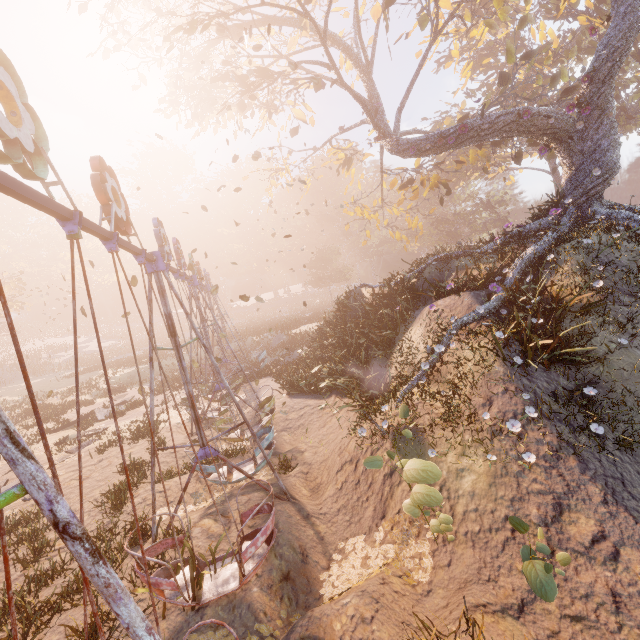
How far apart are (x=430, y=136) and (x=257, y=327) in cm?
2936

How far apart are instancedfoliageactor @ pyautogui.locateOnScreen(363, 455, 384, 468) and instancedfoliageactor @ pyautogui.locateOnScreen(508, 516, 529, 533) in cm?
167

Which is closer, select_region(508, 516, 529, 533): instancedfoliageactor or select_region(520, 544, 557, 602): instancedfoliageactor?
select_region(520, 544, 557, 602): instancedfoliageactor

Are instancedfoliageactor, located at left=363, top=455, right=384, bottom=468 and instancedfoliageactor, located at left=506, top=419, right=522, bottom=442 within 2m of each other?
no

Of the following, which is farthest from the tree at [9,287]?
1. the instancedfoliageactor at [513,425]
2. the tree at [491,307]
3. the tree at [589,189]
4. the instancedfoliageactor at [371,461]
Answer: the instancedfoliageactor at [513,425]

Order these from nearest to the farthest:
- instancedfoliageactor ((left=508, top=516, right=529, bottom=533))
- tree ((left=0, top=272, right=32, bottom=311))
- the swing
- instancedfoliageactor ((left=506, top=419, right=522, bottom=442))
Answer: the swing, instancedfoliageactor ((left=508, top=516, right=529, bottom=533)), instancedfoliageactor ((left=506, top=419, right=522, bottom=442)), tree ((left=0, top=272, right=32, bottom=311))

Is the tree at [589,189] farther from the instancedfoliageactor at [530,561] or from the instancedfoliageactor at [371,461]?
the instancedfoliageactor at [530,561]

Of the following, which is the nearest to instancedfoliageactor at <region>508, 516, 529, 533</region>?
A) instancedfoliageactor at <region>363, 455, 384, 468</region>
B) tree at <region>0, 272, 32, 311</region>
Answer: instancedfoliageactor at <region>363, 455, 384, 468</region>
